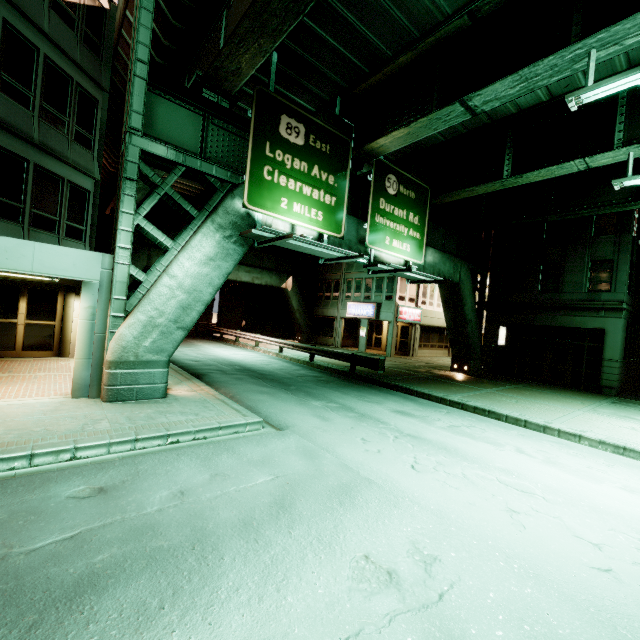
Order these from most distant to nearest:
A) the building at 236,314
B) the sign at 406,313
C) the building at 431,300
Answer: the building at 236,314 → the building at 431,300 → the sign at 406,313

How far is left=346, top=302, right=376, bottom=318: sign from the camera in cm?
2828

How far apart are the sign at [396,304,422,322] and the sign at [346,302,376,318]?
1.75m

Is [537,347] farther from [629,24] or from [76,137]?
[76,137]

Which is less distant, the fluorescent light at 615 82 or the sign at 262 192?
the fluorescent light at 615 82

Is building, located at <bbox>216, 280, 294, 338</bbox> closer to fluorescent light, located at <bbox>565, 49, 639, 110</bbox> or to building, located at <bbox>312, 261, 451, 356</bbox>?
building, located at <bbox>312, 261, 451, 356</bbox>

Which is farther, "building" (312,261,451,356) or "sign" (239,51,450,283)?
"building" (312,261,451,356)

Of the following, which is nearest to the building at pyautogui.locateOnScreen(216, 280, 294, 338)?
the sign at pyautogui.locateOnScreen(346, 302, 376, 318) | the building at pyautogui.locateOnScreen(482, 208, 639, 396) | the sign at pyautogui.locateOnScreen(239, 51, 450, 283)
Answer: the building at pyautogui.locateOnScreen(482, 208, 639, 396)
